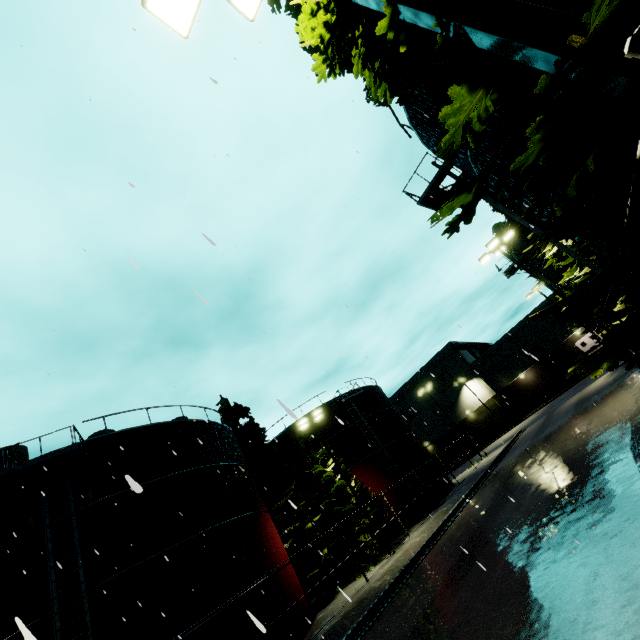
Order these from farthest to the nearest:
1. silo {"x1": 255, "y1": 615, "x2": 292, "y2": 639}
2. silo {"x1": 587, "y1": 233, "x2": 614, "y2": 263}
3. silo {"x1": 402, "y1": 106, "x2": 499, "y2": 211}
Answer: silo {"x1": 255, "y1": 615, "x2": 292, "y2": 639} → silo {"x1": 402, "y1": 106, "x2": 499, "y2": 211} → silo {"x1": 587, "y1": 233, "x2": 614, "y2": 263}

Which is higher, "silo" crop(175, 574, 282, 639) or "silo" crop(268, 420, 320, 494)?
"silo" crop(268, 420, 320, 494)

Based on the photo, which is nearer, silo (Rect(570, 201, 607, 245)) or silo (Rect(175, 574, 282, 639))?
silo (Rect(570, 201, 607, 245))

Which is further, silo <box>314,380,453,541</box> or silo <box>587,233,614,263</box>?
silo <box>314,380,453,541</box>

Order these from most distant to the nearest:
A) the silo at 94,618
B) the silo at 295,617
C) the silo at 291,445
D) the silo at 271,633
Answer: the silo at 291,445 → the silo at 295,617 → the silo at 271,633 → the silo at 94,618

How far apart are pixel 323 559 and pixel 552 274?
27.9 meters

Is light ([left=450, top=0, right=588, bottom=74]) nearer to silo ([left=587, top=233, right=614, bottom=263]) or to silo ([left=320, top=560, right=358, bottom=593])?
silo ([left=587, top=233, right=614, bottom=263])

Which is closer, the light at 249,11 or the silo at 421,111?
the light at 249,11
